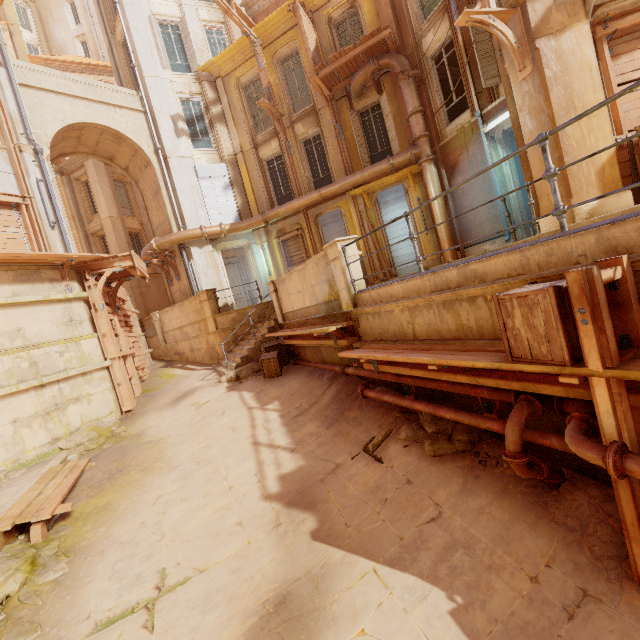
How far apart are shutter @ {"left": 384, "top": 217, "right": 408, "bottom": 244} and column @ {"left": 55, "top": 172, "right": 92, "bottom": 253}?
19.8 meters

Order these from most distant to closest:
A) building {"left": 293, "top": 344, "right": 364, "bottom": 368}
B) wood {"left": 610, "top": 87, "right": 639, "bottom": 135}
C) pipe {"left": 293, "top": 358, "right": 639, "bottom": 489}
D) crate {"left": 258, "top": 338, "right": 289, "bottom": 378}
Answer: crate {"left": 258, "top": 338, "right": 289, "bottom": 378}
building {"left": 293, "top": 344, "right": 364, "bottom": 368}
wood {"left": 610, "top": 87, "right": 639, "bottom": 135}
pipe {"left": 293, "top": 358, "right": 639, "bottom": 489}

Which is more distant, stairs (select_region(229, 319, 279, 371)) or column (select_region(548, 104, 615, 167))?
stairs (select_region(229, 319, 279, 371))

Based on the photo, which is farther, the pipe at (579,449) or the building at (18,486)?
the building at (18,486)

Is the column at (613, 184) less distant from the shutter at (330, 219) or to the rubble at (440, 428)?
the rubble at (440, 428)

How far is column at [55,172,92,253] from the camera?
21.92m

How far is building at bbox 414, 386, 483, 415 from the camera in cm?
441

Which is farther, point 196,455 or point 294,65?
point 294,65
